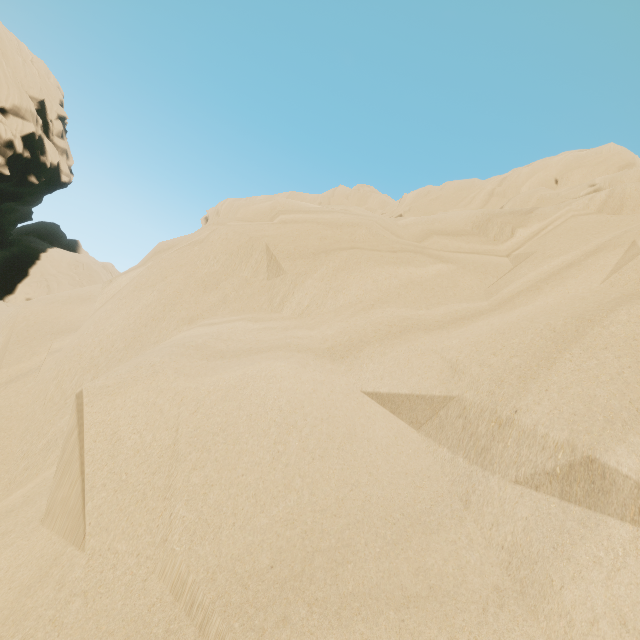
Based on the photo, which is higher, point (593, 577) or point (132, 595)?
→ point (593, 577)
